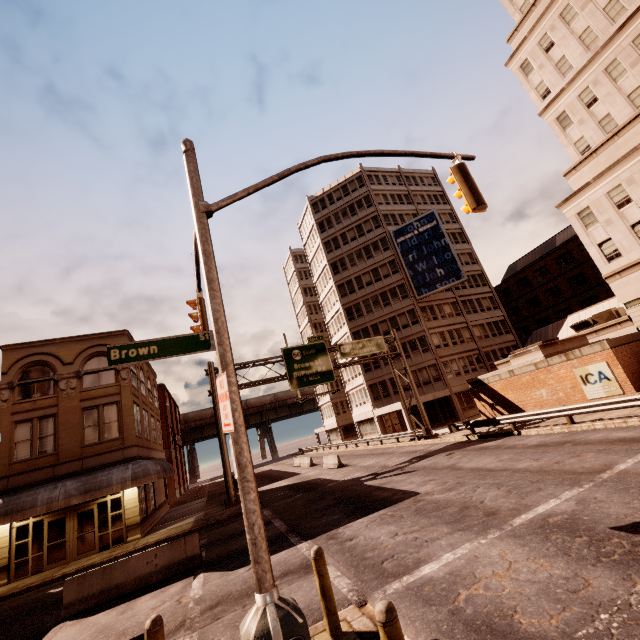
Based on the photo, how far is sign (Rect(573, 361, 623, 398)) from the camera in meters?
16.8 m

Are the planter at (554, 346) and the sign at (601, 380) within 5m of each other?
yes

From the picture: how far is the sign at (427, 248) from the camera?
40.09m

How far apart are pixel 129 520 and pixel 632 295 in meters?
37.7

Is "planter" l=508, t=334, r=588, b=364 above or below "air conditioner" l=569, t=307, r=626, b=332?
below

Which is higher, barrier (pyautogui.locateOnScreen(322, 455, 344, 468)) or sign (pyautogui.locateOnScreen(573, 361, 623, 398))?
sign (pyautogui.locateOnScreen(573, 361, 623, 398))

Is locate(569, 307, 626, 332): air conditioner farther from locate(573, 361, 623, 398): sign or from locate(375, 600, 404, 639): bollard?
locate(375, 600, 404, 639): bollard

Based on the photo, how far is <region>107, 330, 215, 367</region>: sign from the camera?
4.8 meters
